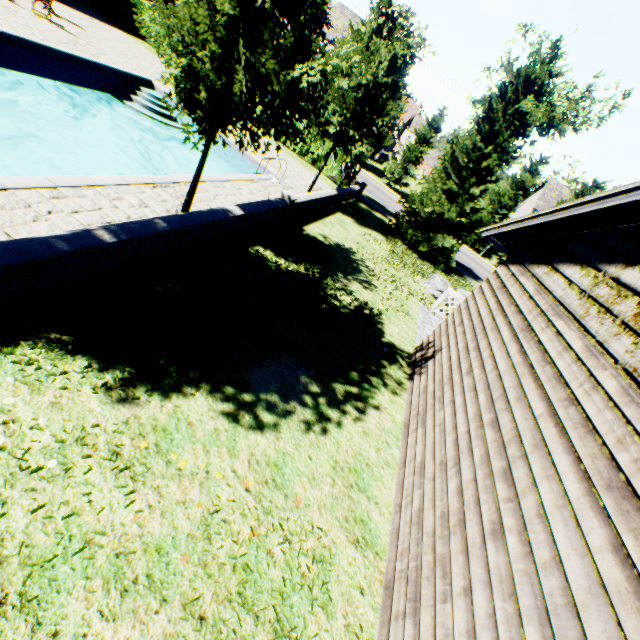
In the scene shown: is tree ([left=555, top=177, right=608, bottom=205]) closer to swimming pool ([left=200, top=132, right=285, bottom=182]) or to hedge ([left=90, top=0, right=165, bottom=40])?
swimming pool ([left=200, top=132, right=285, bottom=182])

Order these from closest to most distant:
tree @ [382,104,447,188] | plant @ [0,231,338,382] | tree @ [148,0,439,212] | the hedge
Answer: plant @ [0,231,338,382], tree @ [148,0,439,212], the hedge, tree @ [382,104,447,188]

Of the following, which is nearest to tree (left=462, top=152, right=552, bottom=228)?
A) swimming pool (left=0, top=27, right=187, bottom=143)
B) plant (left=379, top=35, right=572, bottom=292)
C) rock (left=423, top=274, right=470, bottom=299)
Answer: swimming pool (left=0, top=27, right=187, bottom=143)

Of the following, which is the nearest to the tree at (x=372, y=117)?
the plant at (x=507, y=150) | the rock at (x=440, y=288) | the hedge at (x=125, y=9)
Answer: the plant at (x=507, y=150)

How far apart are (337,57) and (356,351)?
11.2 meters

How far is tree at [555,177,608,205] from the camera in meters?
30.8

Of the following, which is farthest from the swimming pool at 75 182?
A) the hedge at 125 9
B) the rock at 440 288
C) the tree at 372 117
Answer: the rock at 440 288

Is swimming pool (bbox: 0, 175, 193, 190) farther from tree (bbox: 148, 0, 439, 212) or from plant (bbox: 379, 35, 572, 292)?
plant (bbox: 379, 35, 572, 292)
